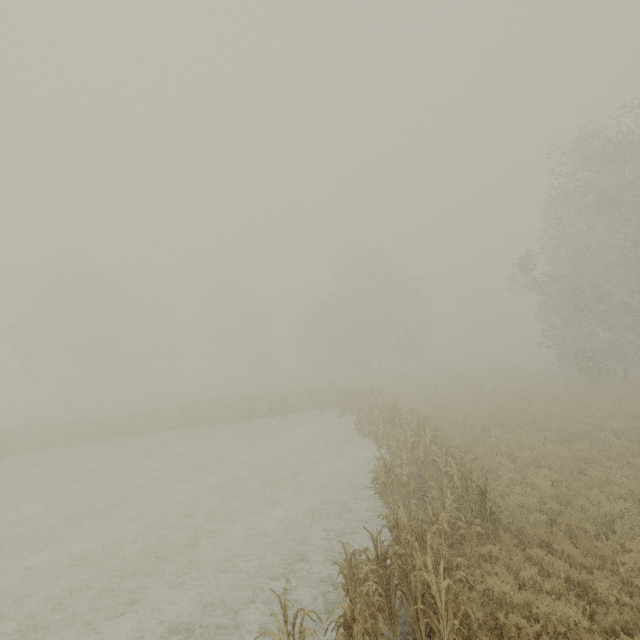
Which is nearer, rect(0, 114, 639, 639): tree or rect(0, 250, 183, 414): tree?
rect(0, 114, 639, 639): tree

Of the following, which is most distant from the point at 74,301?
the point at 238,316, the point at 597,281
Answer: the point at 597,281

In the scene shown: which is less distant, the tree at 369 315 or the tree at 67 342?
the tree at 369 315
